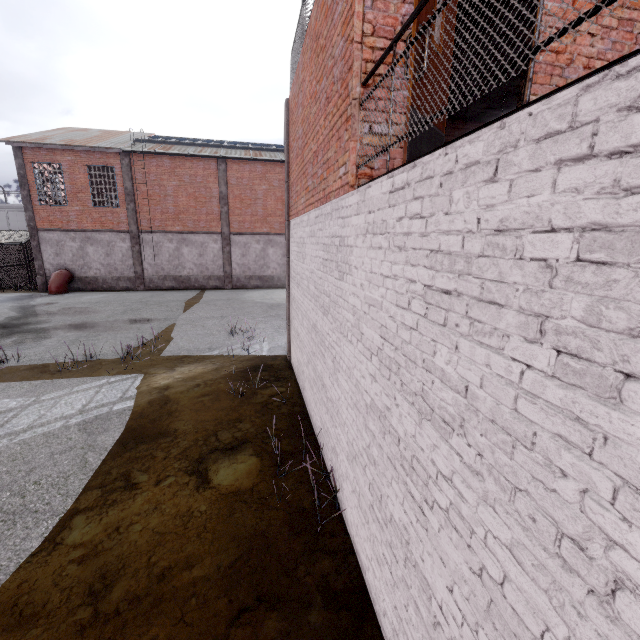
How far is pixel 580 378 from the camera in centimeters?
110cm

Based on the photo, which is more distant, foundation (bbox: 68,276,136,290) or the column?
foundation (bbox: 68,276,136,290)

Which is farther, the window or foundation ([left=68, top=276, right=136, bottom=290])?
foundation ([left=68, top=276, right=136, bottom=290])

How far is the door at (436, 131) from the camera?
3.0 meters

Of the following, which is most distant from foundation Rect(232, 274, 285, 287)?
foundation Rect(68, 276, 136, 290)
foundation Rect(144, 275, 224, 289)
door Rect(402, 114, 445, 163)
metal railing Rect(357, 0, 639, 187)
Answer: door Rect(402, 114, 445, 163)

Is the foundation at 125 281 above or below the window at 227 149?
below

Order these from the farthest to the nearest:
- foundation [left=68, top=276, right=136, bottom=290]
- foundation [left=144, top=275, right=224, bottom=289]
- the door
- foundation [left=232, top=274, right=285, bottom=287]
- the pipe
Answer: foundation [left=232, top=274, right=285, bottom=287] < foundation [left=144, top=275, right=224, bottom=289] < foundation [left=68, top=276, right=136, bottom=290] < the pipe < the door

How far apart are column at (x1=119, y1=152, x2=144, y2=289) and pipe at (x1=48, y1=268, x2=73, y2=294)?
3.68m
